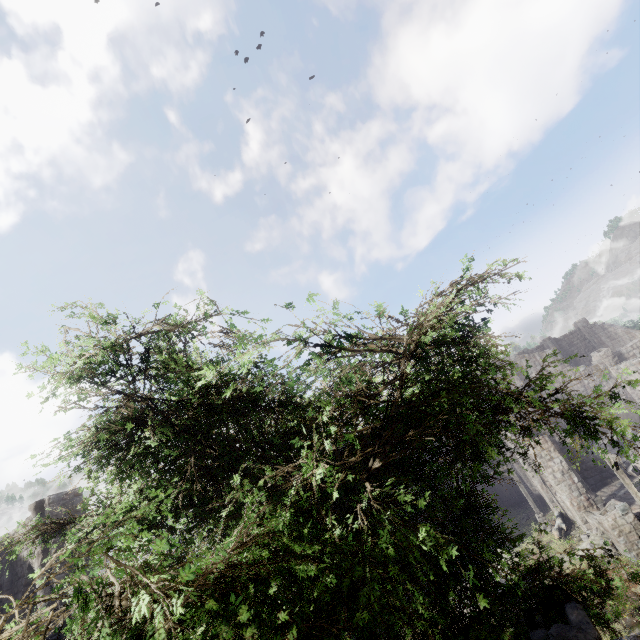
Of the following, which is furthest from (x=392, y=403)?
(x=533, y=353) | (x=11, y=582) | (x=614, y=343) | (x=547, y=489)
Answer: (x=614, y=343)

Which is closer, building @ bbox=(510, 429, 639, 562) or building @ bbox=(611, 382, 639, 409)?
building @ bbox=(510, 429, 639, 562)

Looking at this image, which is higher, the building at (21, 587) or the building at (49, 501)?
the building at (49, 501)

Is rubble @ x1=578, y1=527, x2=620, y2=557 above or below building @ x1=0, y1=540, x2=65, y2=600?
below

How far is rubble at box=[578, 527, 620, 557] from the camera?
16.4m

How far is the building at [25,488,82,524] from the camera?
13.24m

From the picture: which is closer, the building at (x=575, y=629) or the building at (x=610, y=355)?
the building at (x=575, y=629)

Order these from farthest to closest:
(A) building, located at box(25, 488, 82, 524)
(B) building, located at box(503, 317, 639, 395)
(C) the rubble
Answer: (B) building, located at box(503, 317, 639, 395) → (C) the rubble → (A) building, located at box(25, 488, 82, 524)
